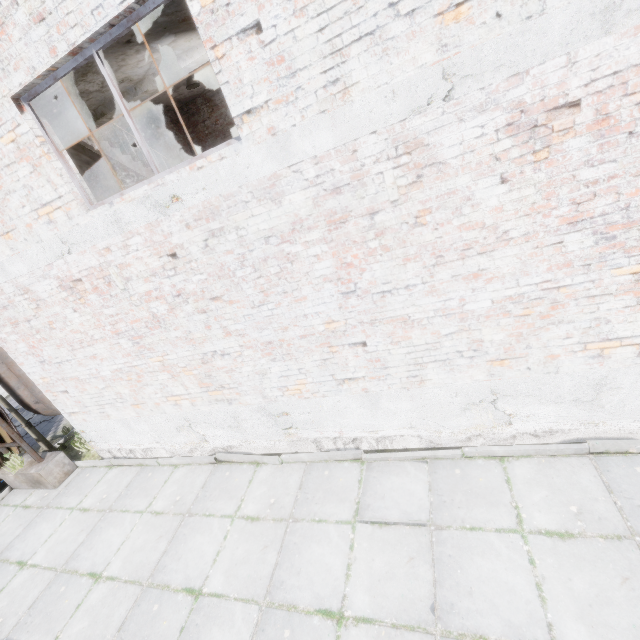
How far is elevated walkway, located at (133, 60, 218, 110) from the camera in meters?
9.6

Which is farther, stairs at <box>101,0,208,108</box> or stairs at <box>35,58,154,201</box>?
stairs at <box>35,58,154,201</box>

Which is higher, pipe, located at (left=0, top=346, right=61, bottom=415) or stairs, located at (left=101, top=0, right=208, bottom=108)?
stairs, located at (left=101, top=0, right=208, bottom=108)

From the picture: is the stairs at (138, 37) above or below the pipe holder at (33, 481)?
above

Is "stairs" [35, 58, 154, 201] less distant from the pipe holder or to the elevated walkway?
the elevated walkway

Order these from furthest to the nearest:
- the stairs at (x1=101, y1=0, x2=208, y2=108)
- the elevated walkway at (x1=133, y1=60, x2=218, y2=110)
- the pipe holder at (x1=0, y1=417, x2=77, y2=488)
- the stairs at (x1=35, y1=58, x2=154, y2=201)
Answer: the elevated walkway at (x1=133, y1=60, x2=218, y2=110) < the pipe holder at (x1=0, y1=417, x2=77, y2=488) < the stairs at (x1=35, y1=58, x2=154, y2=201) < the stairs at (x1=101, y1=0, x2=208, y2=108)

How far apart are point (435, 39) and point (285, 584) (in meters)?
5.95

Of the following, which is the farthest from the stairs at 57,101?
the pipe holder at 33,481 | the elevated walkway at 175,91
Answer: the pipe holder at 33,481
